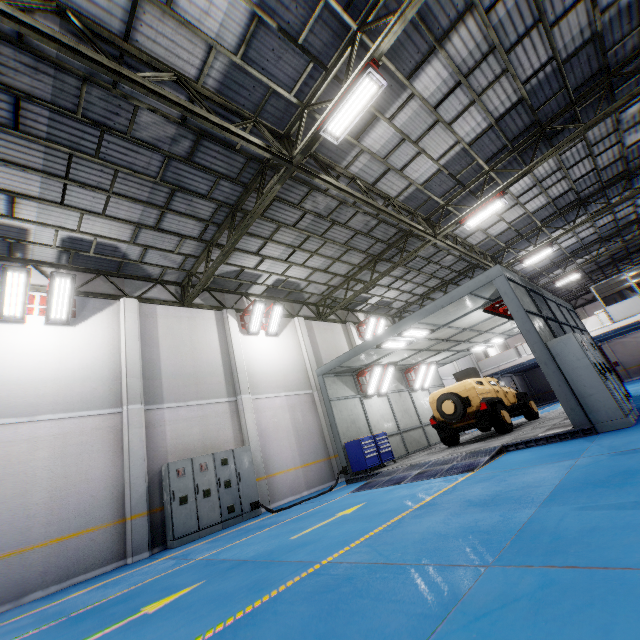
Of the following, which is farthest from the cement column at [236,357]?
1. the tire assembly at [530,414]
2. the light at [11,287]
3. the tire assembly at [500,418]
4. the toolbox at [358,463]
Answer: the tire assembly at [530,414]

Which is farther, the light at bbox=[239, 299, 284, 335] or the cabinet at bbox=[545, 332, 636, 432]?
the light at bbox=[239, 299, 284, 335]

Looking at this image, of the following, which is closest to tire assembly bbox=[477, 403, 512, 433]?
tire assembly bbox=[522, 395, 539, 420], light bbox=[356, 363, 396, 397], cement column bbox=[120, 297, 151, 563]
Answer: tire assembly bbox=[522, 395, 539, 420]

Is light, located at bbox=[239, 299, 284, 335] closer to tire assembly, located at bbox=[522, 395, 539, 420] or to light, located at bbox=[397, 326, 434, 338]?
light, located at bbox=[397, 326, 434, 338]

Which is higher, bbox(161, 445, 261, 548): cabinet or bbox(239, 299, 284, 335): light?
bbox(239, 299, 284, 335): light

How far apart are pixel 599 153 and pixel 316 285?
13.1m

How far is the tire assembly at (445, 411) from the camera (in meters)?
11.17

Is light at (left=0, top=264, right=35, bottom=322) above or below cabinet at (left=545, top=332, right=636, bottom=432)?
above
